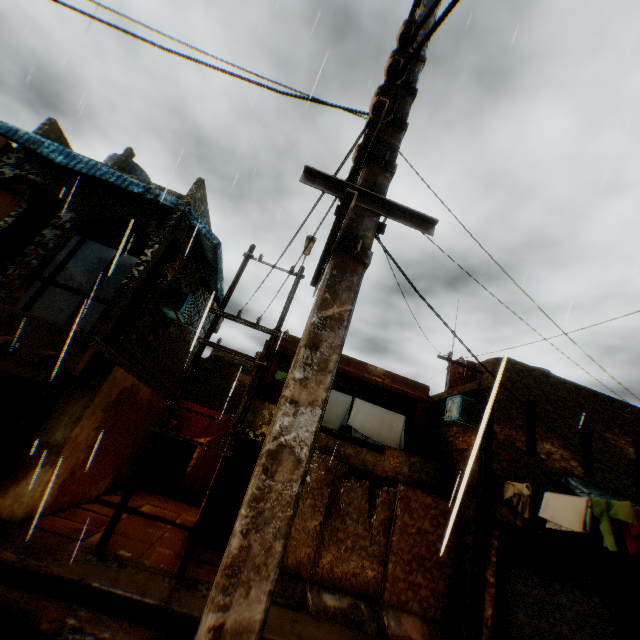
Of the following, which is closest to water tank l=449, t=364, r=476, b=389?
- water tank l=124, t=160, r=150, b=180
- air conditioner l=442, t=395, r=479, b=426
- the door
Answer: air conditioner l=442, t=395, r=479, b=426

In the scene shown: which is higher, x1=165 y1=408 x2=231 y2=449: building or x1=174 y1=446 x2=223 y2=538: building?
x1=165 y1=408 x2=231 y2=449: building

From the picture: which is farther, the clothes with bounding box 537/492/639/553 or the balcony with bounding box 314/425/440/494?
the balcony with bounding box 314/425/440/494

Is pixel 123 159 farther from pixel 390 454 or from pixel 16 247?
pixel 390 454

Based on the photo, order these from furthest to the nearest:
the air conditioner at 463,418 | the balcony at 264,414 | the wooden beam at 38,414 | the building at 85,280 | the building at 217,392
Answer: the building at 217,392 → the building at 85,280 → the air conditioner at 463,418 → the balcony at 264,414 → the wooden beam at 38,414

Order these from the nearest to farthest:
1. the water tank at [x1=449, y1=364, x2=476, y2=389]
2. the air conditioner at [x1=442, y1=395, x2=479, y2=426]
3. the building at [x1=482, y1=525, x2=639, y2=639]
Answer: the building at [x1=482, y1=525, x2=639, y2=639]
the air conditioner at [x1=442, y1=395, x2=479, y2=426]
the water tank at [x1=449, y1=364, x2=476, y2=389]

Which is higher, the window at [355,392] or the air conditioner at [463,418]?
the window at [355,392]

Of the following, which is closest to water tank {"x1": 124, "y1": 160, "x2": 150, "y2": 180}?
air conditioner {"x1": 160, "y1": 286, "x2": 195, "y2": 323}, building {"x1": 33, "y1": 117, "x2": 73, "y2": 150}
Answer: building {"x1": 33, "y1": 117, "x2": 73, "y2": 150}
